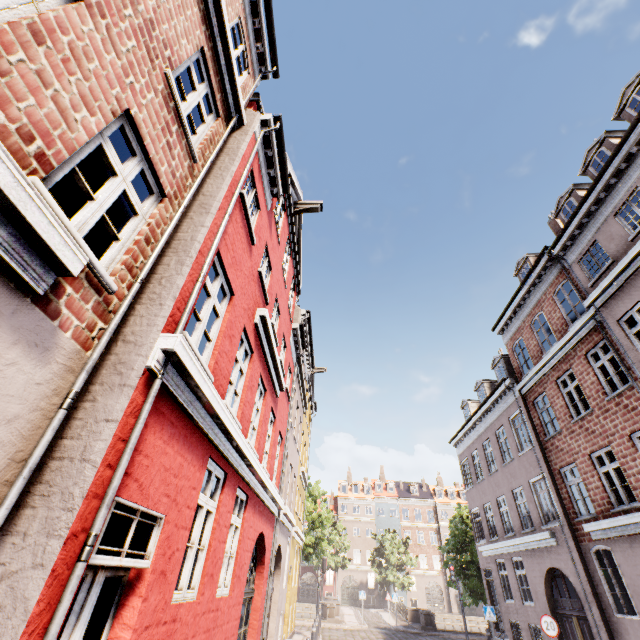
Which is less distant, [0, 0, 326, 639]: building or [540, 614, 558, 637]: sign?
[0, 0, 326, 639]: building

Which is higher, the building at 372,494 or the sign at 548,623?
the building at 372,494

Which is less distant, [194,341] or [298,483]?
[194,341]

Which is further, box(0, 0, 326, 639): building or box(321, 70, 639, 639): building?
box(321, 70, 639, 639): building

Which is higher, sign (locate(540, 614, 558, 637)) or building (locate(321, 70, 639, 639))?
building (locate(321, 70, 639, 639))

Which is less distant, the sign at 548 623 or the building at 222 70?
the building at 222 70
